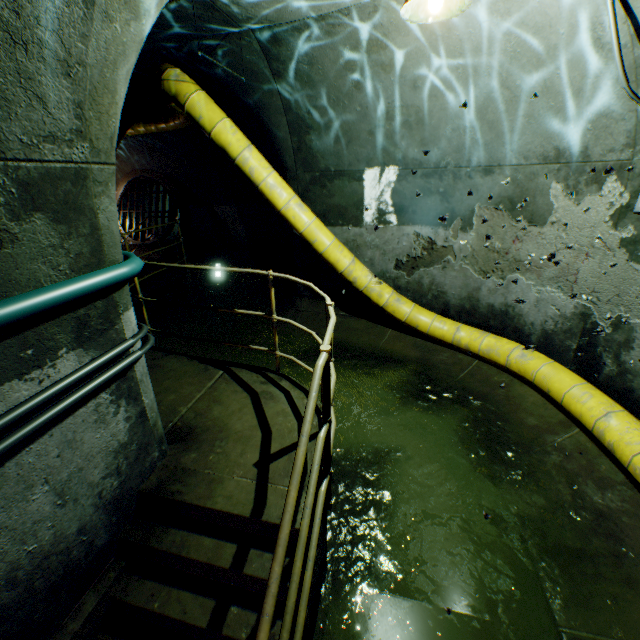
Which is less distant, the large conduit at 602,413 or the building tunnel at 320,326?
the large conduit at 602,413

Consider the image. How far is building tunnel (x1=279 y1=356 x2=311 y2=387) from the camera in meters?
5.4 m

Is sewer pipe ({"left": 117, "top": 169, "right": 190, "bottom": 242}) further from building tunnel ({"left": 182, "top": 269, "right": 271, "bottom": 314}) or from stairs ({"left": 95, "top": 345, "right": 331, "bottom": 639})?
stairs ({"left": 95, "top": 345, "right": 331, "bottom": 639})

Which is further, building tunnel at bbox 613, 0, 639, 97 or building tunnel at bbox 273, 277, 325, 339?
building tunnel at bbox 273, 277, 325, 339

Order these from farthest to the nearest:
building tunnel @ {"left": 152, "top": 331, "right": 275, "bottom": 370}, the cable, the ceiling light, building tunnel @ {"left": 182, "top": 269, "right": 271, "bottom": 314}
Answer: building tunnel @ {"left": 182, "top": 269, "right": 271, "bottom": 314} → building tunnel @ {"left": 152, "top": 331, "right": 275, "bottom": 370} → the ceiling light → the cable

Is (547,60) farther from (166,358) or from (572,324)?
(166,358)

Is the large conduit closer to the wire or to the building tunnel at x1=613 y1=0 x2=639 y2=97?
the building tunnel at x1=613 y1=0 x2=639 y2=97

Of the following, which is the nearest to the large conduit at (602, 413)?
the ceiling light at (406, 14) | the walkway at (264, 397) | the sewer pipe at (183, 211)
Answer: the walkway at (264, 397)
